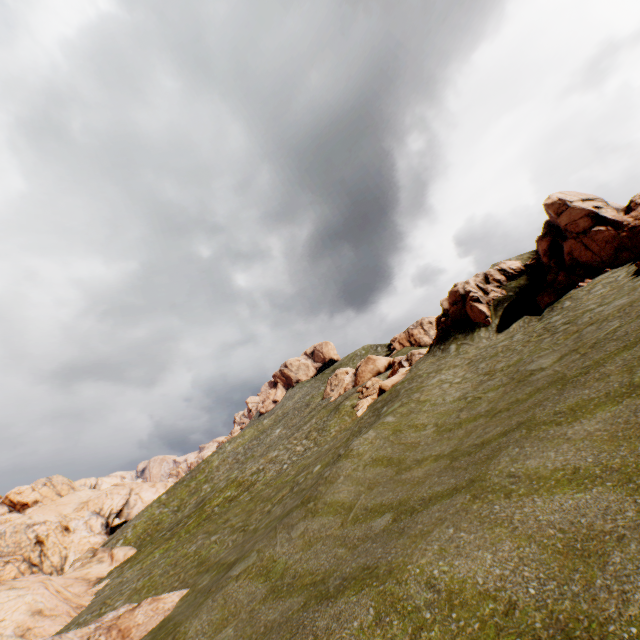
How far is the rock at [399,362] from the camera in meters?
32.6

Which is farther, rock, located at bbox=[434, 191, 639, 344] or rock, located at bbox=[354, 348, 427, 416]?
rock, located at bbox=[354, 348, 427, 416]

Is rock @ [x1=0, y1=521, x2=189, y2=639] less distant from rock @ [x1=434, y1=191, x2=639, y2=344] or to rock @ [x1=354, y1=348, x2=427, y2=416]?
rock @ [x1=434, y1=191, x2=639, y2=344]

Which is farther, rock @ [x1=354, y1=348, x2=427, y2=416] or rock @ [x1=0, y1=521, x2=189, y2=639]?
rock @ [x1=354, y1=348, x2=427, y2=416]

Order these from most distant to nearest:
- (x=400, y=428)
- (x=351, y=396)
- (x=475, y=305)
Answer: (x=351, y=396), (x=475, y=305), (x=400, y=428)

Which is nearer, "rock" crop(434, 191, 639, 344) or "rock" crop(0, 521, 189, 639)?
"rock" crop(0, 521, 189, 639)

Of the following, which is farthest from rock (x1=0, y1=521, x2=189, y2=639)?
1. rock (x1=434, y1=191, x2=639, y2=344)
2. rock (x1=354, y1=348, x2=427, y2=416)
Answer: rock (x1=354, y1=348, x2=427, y2=416)

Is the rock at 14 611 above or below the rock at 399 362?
below
